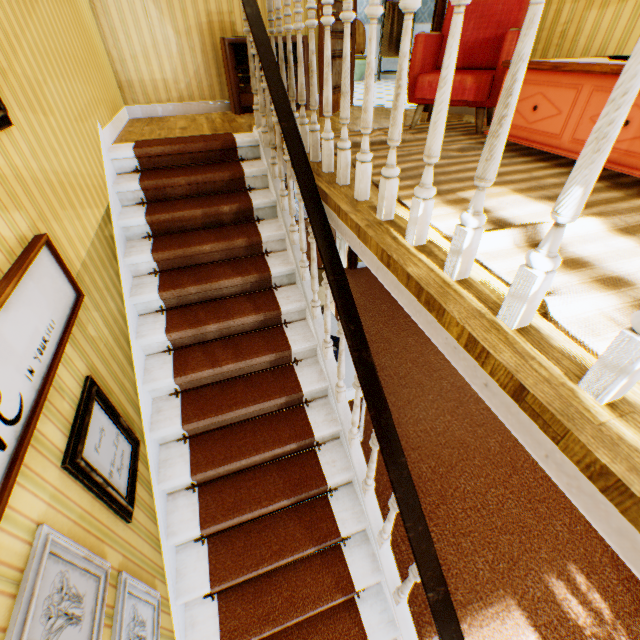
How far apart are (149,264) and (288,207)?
1.53m

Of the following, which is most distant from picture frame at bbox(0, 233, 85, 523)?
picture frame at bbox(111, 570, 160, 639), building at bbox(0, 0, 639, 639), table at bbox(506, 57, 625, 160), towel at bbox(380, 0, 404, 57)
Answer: towel at bbox(380, 0, 404, 57)

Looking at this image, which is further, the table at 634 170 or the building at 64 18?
the table at 634 170

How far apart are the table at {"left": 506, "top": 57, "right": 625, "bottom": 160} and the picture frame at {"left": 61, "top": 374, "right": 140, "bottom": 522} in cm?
361

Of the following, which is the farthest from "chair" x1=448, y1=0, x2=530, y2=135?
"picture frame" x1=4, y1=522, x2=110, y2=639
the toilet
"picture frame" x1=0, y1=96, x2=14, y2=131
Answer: the toilet

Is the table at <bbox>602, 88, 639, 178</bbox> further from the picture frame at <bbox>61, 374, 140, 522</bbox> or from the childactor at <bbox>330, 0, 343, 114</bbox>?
the picture frame at <bbox>61, 374, 140, 522</bbox>

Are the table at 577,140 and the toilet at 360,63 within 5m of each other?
no

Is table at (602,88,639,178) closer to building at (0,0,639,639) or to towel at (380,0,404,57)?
building at (0,0,639,639)
